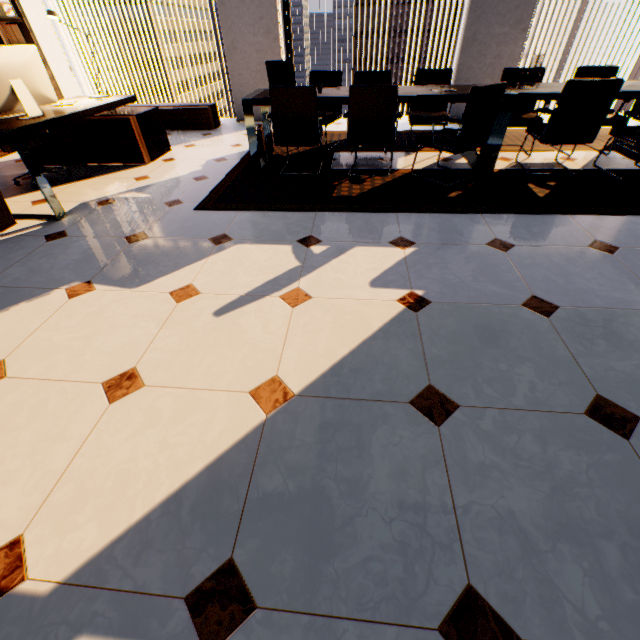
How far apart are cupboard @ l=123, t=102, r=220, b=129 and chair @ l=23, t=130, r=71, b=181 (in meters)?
2.37

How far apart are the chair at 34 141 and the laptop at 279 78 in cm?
266

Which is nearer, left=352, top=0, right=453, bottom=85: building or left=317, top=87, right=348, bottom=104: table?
left=317, top=87, right=348, bottom=104: table

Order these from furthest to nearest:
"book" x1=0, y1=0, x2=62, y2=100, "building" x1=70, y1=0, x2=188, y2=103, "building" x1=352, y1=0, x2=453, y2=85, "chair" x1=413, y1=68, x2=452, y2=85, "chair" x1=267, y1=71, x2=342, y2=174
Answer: "building" x1=70, y1=0, x2=188, y2=103 → "building" x1=352, y1=0, x2=453, y2=85 → "book" x1=0, y1=0, x2=62, y2=100 → "chair" x1=413, y1=68, x2=452, y2=85 → "chair" x1=267, y1=71, x2=342, y2=174

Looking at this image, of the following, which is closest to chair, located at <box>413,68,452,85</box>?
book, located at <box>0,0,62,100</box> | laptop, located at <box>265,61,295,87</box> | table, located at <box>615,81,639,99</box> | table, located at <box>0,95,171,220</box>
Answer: table, located at <box>615,81,639,99</box>

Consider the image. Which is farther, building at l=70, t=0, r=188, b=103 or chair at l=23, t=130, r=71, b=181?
building at l=70, t=0, r=188, b=103

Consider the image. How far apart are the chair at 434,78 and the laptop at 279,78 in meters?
0.6 m

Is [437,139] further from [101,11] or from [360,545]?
[101,11]
